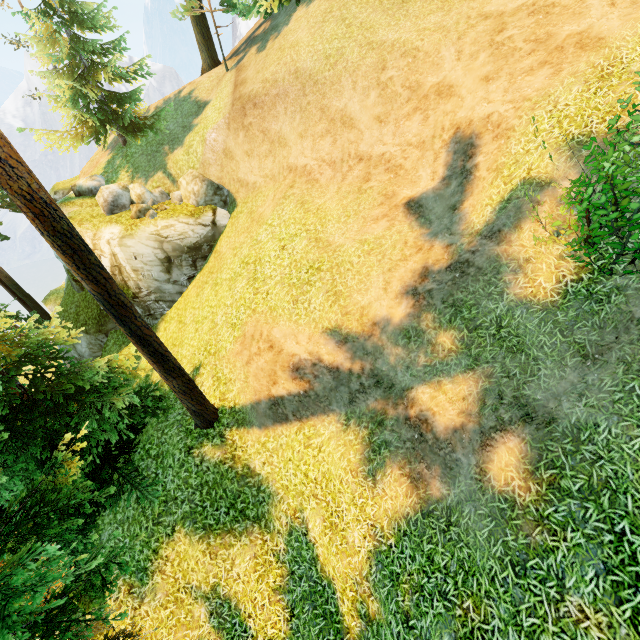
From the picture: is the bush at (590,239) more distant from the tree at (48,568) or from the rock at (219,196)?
the rock at (219,196)

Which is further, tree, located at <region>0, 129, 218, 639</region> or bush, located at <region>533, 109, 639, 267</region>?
tree, located at <region>0, 129, 218, 639</region>

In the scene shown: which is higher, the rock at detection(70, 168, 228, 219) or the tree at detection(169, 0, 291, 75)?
the tree at detection(169, 0, 291, 75)

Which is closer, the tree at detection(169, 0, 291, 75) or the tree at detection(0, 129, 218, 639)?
the tree at detection(0, 129, 218, 639)

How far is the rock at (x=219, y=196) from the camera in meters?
16.4

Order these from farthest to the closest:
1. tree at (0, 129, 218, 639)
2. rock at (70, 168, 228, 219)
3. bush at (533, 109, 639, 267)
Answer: rock at (70, 168, 228, 219), tree at (0, 129, 218, 639), bush at (533, 109, 639, 267)

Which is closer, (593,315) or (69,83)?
(593,315)

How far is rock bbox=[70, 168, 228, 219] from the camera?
16.38m
